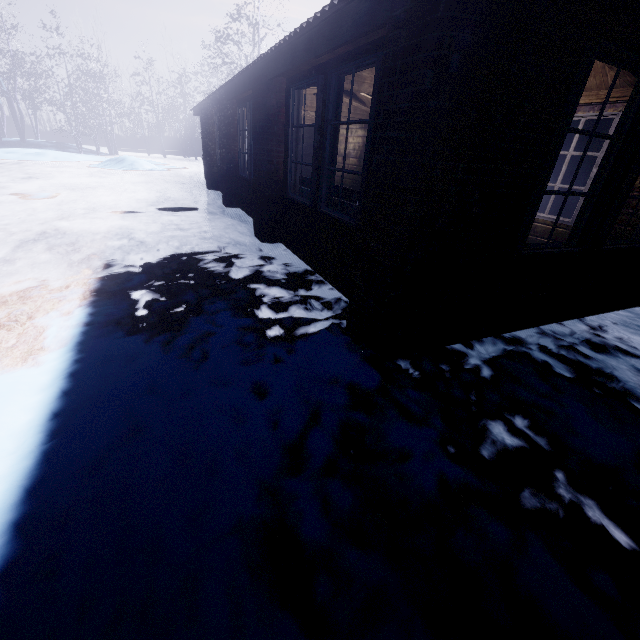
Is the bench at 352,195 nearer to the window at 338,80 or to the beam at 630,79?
the window at 338,80

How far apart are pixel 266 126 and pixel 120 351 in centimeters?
365cm

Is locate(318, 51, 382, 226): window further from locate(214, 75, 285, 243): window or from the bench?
locate(214, 75, 285, 243): window

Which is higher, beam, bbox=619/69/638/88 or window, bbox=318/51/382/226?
beam, bbox=619/69/638/88

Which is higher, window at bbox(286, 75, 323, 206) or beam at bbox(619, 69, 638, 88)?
beam at bbox(619, 69, 638, 88)

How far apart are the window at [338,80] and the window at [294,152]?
0.2 meters

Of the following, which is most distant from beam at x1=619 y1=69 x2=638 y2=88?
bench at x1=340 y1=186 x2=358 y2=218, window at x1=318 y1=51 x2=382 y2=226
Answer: bench at x1=340 y1=186 x2=358 y2=218

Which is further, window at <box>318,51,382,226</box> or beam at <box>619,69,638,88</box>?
beam at <box>619,69,638,88</box>
